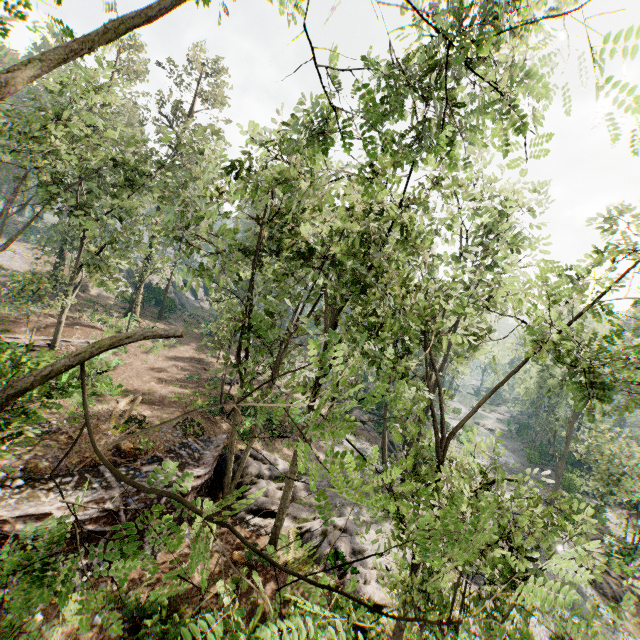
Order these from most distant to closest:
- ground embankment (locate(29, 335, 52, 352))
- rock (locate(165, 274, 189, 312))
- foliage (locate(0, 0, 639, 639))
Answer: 1. rock (locate(165, 274, 189, 312))
2. ground embankment (locate(29, 335, 52, 352))
3. foliage (locate(0, 0, 639, 639))

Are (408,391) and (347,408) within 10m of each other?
yes

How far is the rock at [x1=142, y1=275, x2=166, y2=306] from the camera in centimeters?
4516cm

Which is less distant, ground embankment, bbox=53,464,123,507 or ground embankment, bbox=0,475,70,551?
ground embankment, bbox=0,475,70,551

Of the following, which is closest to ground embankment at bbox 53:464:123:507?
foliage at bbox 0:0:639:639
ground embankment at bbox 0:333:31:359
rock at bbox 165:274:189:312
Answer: foliage at bbox 0:0:639:639

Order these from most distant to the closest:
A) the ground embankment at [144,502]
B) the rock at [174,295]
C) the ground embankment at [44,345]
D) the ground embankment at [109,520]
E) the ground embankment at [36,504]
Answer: the rock at [174,295] < the ground embankment at [44,345] < the ground embankment at [144,502] < the ground embankment at [109,520] < the ground embankment at [36,504]

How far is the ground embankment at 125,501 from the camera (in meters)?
12.69

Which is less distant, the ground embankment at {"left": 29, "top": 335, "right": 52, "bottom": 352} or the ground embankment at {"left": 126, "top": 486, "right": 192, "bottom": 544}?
the ground embankment at {"left": 126, "top": 486, "right": 192, "bottom": 544}
